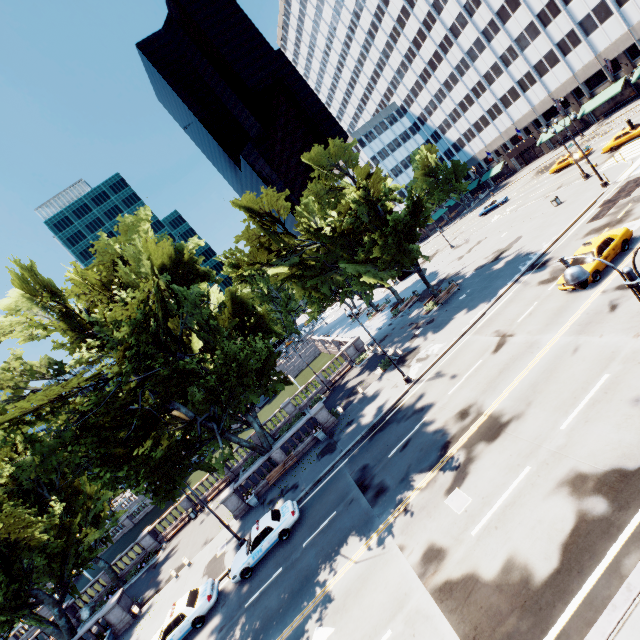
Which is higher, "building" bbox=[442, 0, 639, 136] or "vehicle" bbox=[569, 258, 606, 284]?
"building" bbox=[442, 0, 639, 136]

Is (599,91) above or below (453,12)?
below

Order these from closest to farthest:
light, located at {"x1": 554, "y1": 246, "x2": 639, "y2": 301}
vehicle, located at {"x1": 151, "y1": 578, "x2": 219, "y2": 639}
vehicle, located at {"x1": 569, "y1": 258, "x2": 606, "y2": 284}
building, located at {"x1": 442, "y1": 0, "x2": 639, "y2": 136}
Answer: light, located at {"x1": 554, "y1": 246, "x2": 639, "y2": 301} < vehicle, located at {"x1": 151, "y1": 578, "x2": 219, "y2": 639} < vehicle, located at {"x1": 569, "y1": 258, "x2": 606, "y2": 284} < building, located at {"x1": 442, "y1": 0, "x2": 639, "y2": 136}

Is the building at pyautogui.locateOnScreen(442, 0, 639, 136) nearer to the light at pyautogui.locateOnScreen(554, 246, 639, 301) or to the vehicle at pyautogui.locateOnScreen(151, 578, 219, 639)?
the light at pyautogui.locateOnScreen(554, 246, 639, 301)

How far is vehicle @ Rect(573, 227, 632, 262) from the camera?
19.0m

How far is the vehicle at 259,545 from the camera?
18.9m

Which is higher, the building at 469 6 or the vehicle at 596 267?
the building at 469 6

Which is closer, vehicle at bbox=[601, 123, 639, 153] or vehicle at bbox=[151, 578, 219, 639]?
vehicle at bbox=[151, 578, 219, 639]
